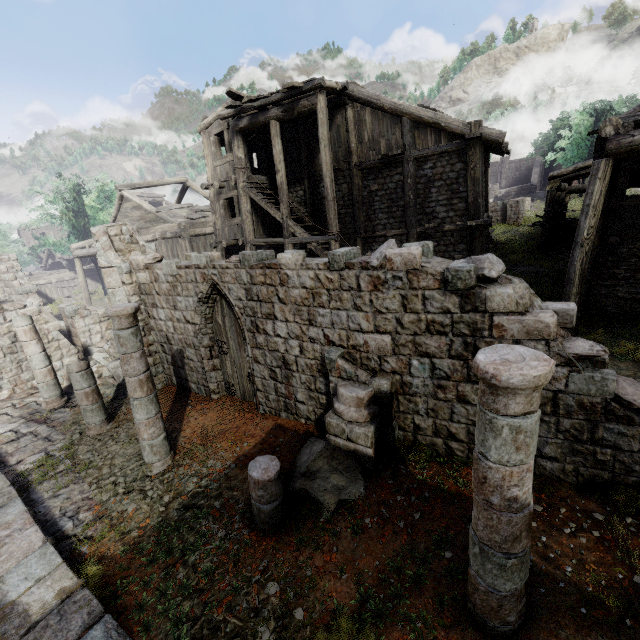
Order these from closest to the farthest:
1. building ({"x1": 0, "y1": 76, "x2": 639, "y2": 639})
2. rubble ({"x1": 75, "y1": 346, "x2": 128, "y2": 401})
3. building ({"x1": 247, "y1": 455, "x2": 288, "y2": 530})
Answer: building ({"x1": 0, "y1": 76, "x2": 639, "y2": 639}) < building ({"x1": 247, "y1": 455, "x2": 288, "y2": 530}) < rubble ({"x1": 75, "y1": 346, "x2": 128, "y2": 401})

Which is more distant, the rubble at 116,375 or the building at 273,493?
the rubble at 116,375

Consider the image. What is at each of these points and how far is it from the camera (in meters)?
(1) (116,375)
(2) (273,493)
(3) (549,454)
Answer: (1) rubble, 11.98
(2) building, 5.27
(3) building, 5.22

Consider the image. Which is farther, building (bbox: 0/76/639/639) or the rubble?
the rubble

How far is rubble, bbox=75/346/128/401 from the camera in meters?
11.5 m

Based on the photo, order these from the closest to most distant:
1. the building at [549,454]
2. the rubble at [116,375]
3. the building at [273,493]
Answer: the building at [549,454] < the building at [273,493] < the rubble at [116,375]

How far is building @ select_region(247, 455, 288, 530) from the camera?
5.23m
